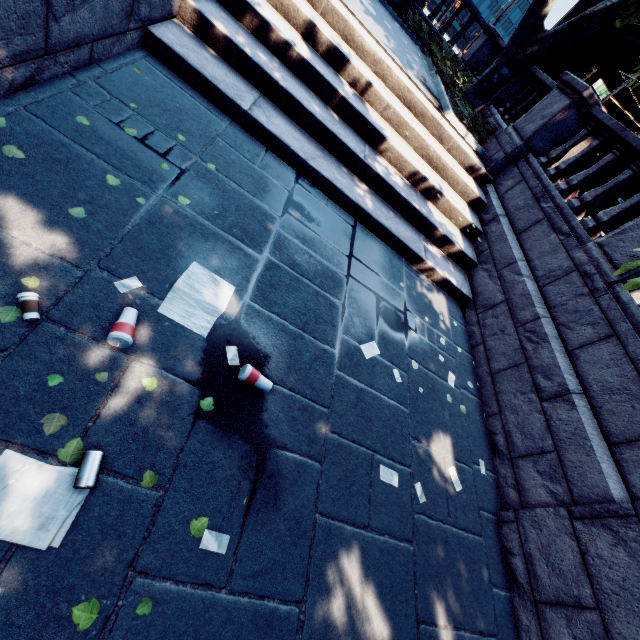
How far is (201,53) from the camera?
4.73m

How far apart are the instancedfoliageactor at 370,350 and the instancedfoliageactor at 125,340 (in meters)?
2.58

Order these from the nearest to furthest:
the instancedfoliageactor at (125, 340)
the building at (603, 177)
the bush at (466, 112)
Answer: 1. the instancedfoliageactor at (125, 340)
2. the bush at (466, 112)
3. the building at (603, 177)

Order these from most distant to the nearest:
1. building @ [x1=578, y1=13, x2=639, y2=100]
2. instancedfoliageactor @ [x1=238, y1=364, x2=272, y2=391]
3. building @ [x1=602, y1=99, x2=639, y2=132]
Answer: building @ [x1=578, y1=13, x2=639, y2=100] < building @ [x1=602, y1=99, x2=639, y2=132] < instancedfoliageactor @ [x1=238, y1=364, x2=272, y2=391]

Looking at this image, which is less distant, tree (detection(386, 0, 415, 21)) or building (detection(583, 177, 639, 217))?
tree (detection(386, 0, 415, 21))

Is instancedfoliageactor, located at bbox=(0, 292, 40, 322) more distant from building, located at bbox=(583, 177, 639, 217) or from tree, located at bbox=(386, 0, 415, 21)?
building, located at bbox=(583, 177, 639, 217)

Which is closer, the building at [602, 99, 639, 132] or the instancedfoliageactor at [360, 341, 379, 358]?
the instancedfoliageactor at [360, 341, 379, 358]

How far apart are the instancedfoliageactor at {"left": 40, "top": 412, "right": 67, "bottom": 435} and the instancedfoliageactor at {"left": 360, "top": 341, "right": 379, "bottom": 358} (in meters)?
2.93
